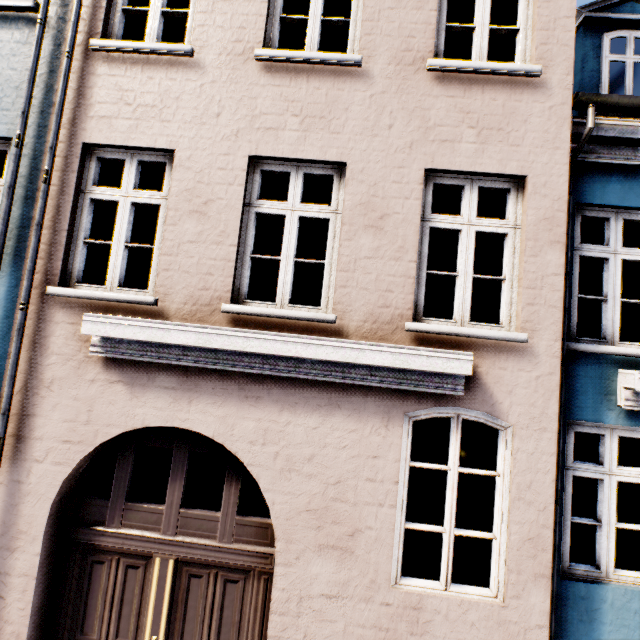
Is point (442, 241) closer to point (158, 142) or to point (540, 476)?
point (540, 476)
